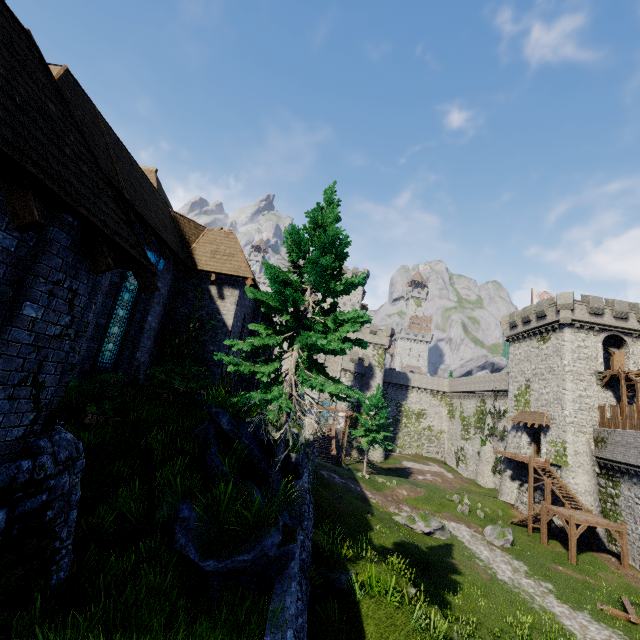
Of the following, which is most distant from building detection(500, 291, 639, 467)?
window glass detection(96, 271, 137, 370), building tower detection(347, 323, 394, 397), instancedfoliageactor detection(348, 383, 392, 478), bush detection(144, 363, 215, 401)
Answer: window glass detection(96, 271, 137, 370)

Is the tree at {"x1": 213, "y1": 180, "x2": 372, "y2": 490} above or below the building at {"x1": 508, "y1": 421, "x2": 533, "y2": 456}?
above

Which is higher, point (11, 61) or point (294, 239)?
point (294, 239)

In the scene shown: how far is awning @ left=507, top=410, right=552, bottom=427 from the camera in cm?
3302

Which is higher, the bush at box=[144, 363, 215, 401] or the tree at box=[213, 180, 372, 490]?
the tree at box=[213, 180, 372, 490]

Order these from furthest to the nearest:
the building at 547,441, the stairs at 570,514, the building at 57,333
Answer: the building at 547,441 → the stairs at 570,514 → the building at 57,333

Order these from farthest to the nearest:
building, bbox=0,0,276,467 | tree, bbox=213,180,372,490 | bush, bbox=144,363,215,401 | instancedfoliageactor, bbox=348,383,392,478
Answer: instancedfoliageactor, bbox=348,383,392,478 < bush, bbox=144,363,215,401 < tree, bbox=213,180,372,490 < building, bbox=0,0,276,467

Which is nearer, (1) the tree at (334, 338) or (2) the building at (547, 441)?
(1) the tree at (334, 338)
